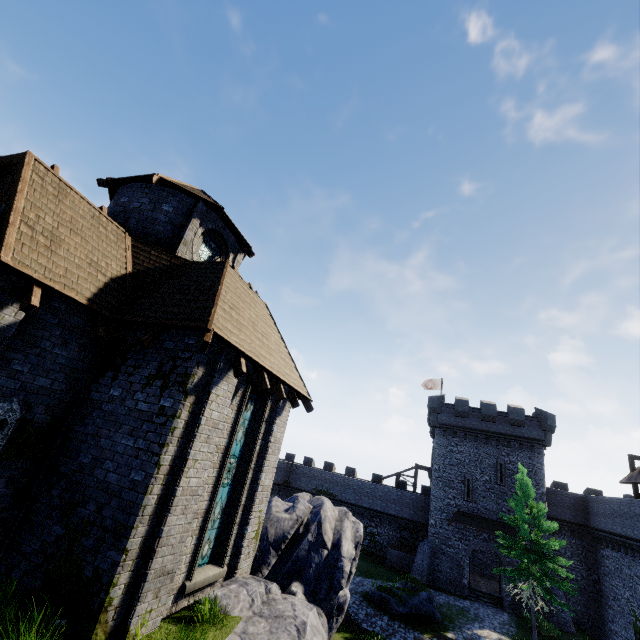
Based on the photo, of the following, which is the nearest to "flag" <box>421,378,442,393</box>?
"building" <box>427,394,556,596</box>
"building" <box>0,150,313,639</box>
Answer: "building" <box>427,394,556,596</box>

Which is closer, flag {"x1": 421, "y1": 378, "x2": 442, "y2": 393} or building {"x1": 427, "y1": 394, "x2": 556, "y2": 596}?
building {"x1": 427, "y1": 394, "x2": 556, "y2": 596}

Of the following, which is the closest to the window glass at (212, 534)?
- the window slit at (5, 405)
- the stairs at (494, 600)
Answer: the window slit at (5, 405)

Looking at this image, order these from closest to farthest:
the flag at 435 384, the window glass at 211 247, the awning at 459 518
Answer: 1. the window glass at 211 247
2. the awning at 459 518
3. the flag at 435 384

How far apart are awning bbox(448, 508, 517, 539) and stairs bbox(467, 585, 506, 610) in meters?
4.4 m

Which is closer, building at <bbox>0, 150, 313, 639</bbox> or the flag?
building at <bbox>0, 150, 313, 639</bbox>

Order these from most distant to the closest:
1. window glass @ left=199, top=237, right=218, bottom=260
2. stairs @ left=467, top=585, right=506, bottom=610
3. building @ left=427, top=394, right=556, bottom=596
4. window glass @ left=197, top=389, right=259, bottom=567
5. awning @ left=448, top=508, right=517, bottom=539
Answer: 1. building @ left=427, top=394, right=556, bottom=596
2. awning @ left=448, top=508, right=517, bottom=539
3. stairs @ left=467, top=585, right=506, bottom=610
4. window glass @ left=199, top=237, right=218, bottom=260
5. window glass @ left=197, top=389, right=259, bottom=567

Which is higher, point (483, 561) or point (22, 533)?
point (22, 533)
